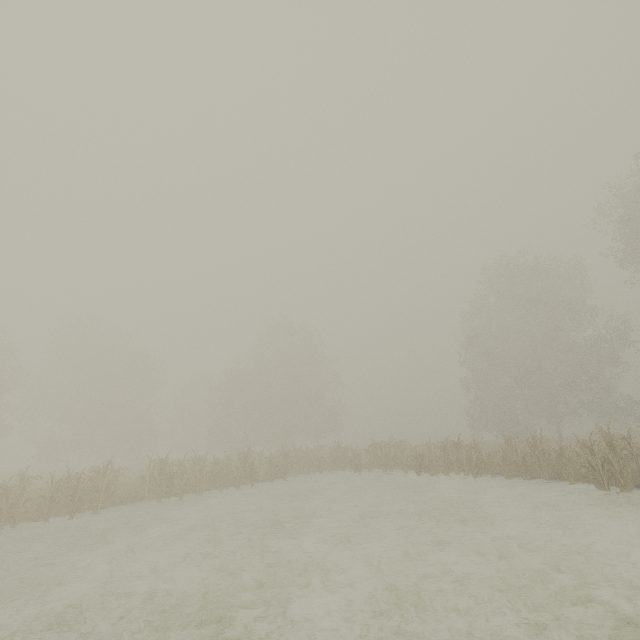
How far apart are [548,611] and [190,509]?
12.5 meters
